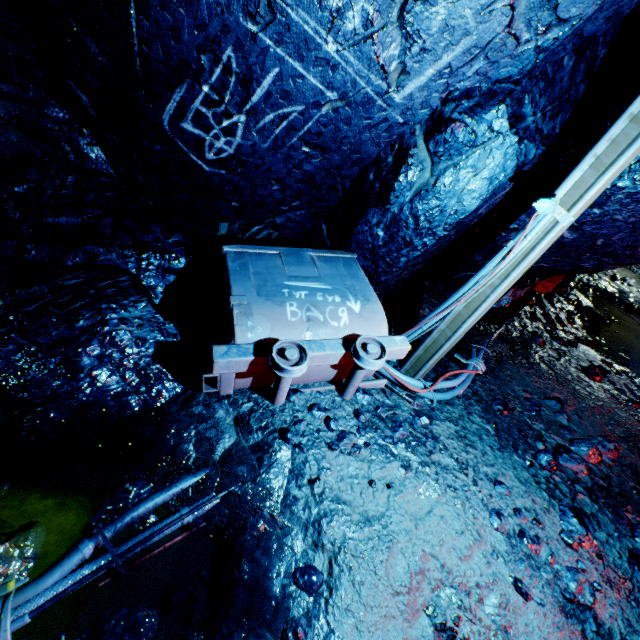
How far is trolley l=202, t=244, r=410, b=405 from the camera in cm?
232

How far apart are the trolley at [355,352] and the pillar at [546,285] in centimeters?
512cm

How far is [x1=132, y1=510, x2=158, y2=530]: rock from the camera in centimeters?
183cm

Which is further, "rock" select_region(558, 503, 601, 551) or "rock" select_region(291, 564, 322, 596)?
"rock" select_region(558, 503, 601, 551)

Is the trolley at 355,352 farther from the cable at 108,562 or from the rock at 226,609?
the cable at 108,562

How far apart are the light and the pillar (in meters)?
5.06

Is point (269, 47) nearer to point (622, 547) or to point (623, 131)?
point (623, 131)

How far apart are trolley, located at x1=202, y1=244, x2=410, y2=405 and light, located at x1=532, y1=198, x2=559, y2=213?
1.32m
